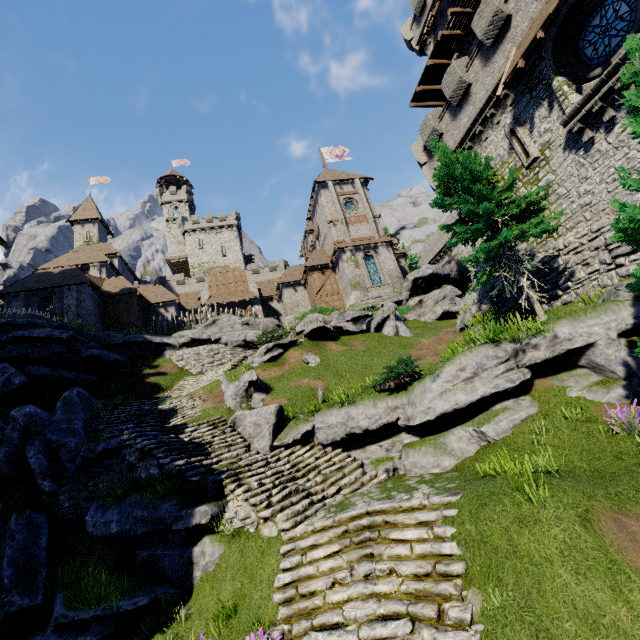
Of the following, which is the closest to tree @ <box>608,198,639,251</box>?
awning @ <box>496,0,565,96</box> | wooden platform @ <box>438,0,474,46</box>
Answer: awning @ <box>496,0,565,96</box>

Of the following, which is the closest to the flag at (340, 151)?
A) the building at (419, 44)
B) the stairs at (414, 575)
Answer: the building at (419, 44)

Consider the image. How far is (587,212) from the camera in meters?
13.5

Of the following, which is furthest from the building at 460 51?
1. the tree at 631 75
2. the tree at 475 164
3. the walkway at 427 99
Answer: the tree at 631 75

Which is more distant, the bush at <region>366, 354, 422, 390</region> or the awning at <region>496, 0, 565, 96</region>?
the awning at <region>496, 0, 565, 96</region>

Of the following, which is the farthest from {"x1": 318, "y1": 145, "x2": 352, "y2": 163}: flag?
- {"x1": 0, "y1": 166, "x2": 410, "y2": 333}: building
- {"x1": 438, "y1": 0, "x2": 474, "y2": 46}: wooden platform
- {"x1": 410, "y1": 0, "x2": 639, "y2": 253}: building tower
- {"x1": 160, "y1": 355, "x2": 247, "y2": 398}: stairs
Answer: {"x1": 160, "y1": 355, "x2": 247, "y2": 398}: stairs

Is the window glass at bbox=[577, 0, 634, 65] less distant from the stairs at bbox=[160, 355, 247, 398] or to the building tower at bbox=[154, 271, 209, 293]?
the stairs at bbox=[160, 355, 247, 398]

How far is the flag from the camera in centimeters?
4278cm
